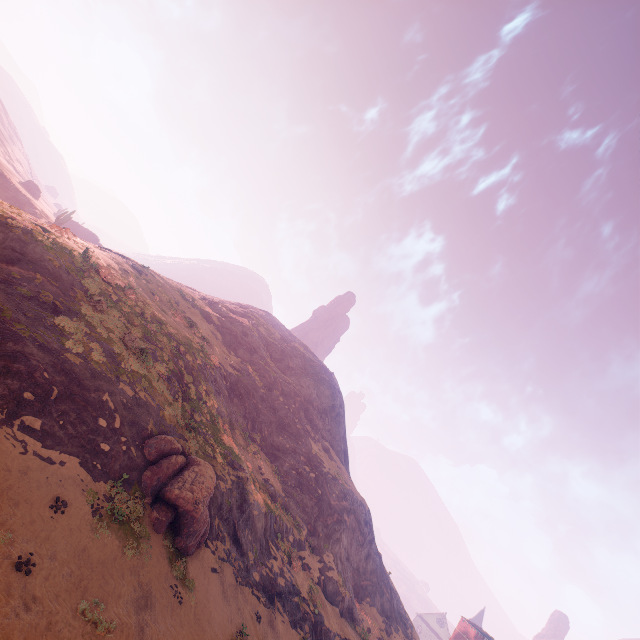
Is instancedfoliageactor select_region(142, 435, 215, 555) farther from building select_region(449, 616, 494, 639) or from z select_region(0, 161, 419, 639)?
building select_region(449, 616, 494, 639)

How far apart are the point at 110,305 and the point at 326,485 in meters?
28.5 m

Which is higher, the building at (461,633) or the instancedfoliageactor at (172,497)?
the building at (461,633)

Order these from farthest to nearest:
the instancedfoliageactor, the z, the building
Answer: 1. the building
2. the instancedfoliageactor
3. the z

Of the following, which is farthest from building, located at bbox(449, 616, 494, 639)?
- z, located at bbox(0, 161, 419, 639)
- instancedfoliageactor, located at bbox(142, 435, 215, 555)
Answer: instancedfoliageactor, located at bbox(142, 435, 215, 555)

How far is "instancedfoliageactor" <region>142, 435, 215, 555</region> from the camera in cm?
1511

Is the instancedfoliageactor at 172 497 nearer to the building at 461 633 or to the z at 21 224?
the z at 21 224
